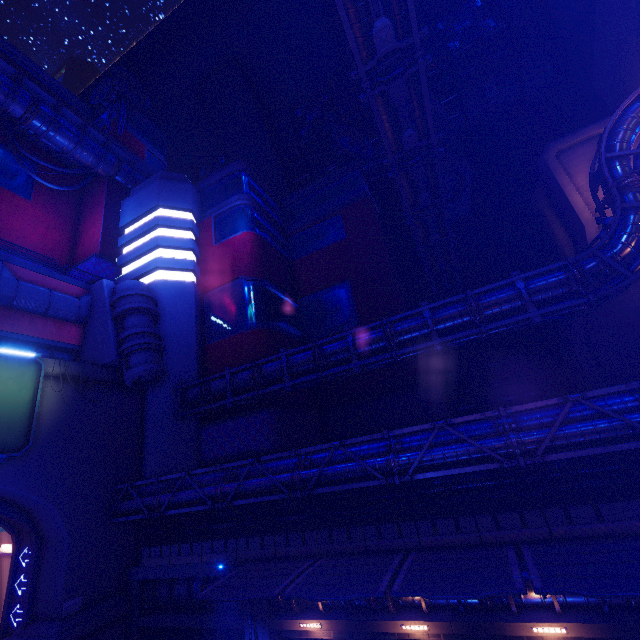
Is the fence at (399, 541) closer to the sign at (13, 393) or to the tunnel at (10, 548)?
the tunnel at (10, 548)

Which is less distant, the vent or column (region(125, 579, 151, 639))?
the vent

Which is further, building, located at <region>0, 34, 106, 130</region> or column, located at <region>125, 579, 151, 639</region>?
building, located at <region>0, 34, 106, 130</region>

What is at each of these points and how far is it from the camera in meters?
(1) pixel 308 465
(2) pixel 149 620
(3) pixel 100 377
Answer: (1) pipe, 16.9 m
(2) beam, 19.0 m
(3) wall arch, 22.8 m

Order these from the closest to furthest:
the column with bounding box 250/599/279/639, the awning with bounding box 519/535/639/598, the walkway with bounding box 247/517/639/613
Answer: the awning with bounding box 519/535/639/598 < the walkway with bounding box 247/517/639/613 < the column with bounding box 250/599/279/639

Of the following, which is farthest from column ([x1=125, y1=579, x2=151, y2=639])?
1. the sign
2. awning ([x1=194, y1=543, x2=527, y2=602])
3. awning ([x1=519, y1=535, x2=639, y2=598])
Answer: awning ([x1=519, y1=535, x2=639, y2=598])

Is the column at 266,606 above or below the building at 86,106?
below

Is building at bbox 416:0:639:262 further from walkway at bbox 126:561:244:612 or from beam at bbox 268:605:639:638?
beam at bbox 268:605:639:638
